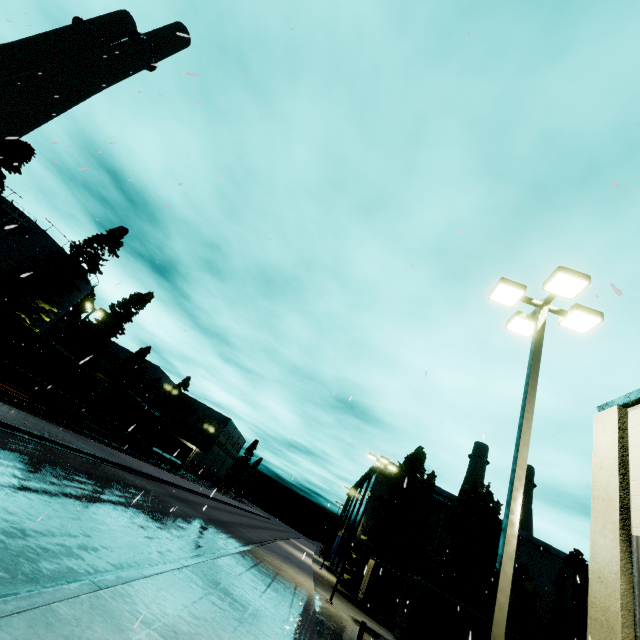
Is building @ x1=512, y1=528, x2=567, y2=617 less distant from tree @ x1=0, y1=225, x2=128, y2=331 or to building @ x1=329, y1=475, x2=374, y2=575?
building @ x1=329, y1=475, x2=374, y2=575

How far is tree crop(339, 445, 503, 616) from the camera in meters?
27.0

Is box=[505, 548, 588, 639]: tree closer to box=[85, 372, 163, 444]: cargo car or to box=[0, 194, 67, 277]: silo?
box=[85, 372, 163, 444]: cargo car

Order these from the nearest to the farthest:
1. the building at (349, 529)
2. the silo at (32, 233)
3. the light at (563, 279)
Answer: the light at (563, 279) < the silo at (32, 233) < the building at (349, 529)

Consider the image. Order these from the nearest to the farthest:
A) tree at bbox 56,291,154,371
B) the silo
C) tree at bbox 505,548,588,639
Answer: tree at bbox 505,548,588,639 < the silo < tree at bbox 56,291,154,371

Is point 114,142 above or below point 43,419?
above

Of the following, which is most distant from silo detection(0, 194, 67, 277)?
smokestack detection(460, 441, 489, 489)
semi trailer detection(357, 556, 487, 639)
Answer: smokestack detection(460, 441, 489, 489)

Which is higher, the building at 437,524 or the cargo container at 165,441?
the building at 437,524
